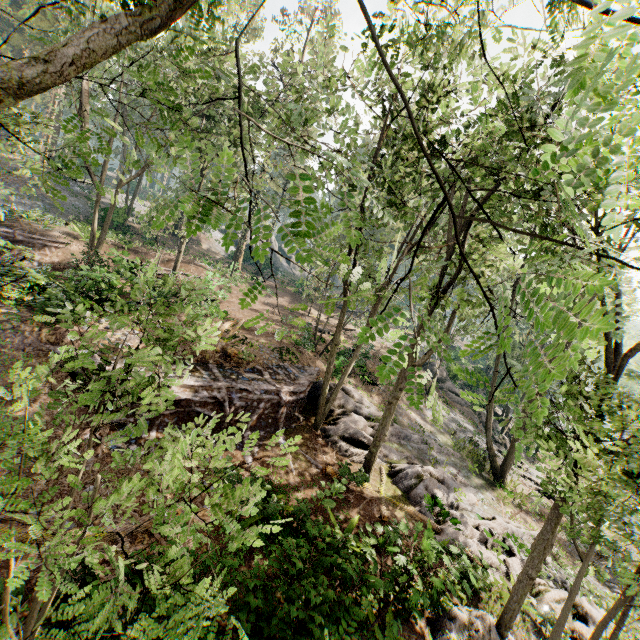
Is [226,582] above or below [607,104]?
below

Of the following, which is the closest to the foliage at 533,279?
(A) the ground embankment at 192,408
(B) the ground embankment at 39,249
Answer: (A) the ground embankment at 192,408

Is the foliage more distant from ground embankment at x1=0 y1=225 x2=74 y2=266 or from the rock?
ground embankment at x1=0 y1=225 x2=74 y2=266

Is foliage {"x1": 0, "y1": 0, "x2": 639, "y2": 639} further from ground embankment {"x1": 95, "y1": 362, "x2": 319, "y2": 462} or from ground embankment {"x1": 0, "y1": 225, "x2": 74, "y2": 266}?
ground embankment {"x1": 0, "y1": 225, "x2": 74, "y2": 266}

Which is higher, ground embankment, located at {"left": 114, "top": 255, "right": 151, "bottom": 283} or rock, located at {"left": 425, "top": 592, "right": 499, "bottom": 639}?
ground embankment, located at {"left": 114, "top": 255, "right": 151, "bottom": 283}

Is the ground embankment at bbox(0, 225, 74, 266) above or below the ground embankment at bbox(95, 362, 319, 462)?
above

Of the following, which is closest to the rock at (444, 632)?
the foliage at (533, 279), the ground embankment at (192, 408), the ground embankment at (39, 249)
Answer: the foliage at (533, 279)

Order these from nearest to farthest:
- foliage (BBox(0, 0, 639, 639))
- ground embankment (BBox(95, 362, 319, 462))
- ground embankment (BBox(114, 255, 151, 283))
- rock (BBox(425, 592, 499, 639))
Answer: foliage (BBox(0, 0, 639, 639)) < rock (BBox(425, 592, 499, 639)) < ground embankment (BBox(95, 362, 319, 462)) < ground embankment (BBox(114, 255, 151, 283))
